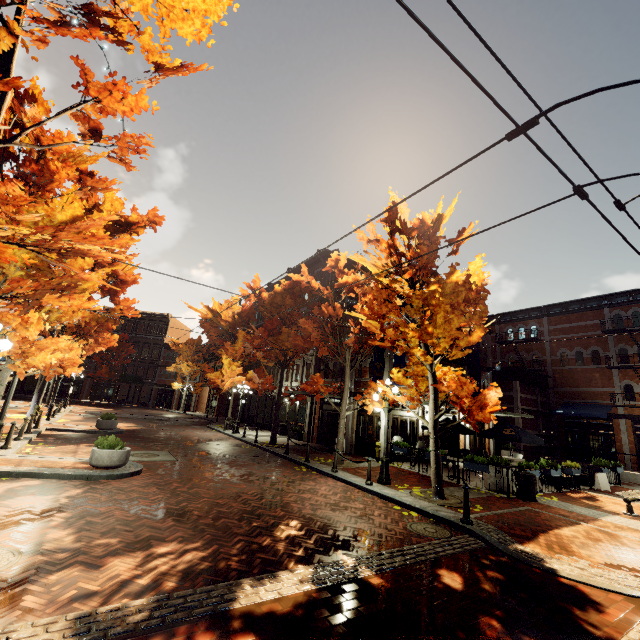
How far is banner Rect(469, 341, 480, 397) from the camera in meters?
20.4

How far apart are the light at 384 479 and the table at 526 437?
5.72m

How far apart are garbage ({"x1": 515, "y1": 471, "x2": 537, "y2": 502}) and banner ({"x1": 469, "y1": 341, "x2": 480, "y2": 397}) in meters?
8.9 m

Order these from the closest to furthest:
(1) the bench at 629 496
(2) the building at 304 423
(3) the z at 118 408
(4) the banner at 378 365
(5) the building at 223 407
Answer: (1) the bench at 629 496 → (4) the banner at 378 365 → (2) the building at 304 423 → (3) the z at 118 408 → (5) the building at 223 407

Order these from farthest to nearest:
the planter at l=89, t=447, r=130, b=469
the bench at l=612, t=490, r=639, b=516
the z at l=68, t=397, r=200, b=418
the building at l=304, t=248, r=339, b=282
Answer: the z at l=68, t=397, r=200, b=418
the building at l=304, t=248, r=339, b=282
the bench at l=612, t=490, r=639, b=516
the planter at l=89, t=447, r=130, b=469

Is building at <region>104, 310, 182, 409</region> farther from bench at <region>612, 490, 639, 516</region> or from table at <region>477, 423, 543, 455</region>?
bench at <region>612, 490, 639, 516</region>

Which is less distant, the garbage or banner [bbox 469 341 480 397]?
the garbage

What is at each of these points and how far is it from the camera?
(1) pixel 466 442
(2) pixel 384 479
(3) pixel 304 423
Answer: (1) building, 20.1 meters
(2) light, 11.3 meters
(3) building, 22.6 meters
